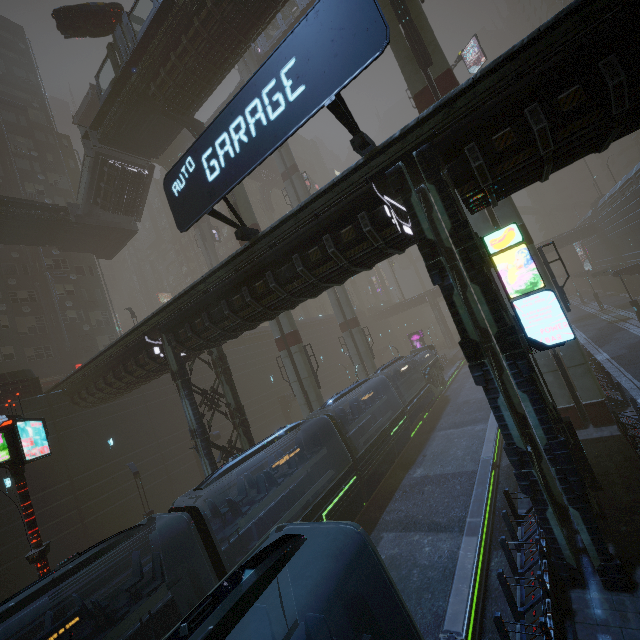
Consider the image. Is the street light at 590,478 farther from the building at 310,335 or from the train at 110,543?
the train at 110,543

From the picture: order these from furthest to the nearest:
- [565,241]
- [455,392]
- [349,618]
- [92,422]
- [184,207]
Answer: [565,241] → [455,392] → [92,422] → [184,207] → [349,618]

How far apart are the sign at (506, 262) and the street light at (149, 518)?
22.43m

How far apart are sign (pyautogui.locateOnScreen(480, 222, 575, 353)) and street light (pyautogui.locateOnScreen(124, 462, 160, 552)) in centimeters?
2243cm

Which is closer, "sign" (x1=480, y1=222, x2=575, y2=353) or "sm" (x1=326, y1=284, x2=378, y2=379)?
"sign" (x1=480, y1=222, x2=575, y2=353)

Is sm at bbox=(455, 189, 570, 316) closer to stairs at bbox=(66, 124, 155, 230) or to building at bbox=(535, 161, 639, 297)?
building at bbox=(535, 161, 639, 297)

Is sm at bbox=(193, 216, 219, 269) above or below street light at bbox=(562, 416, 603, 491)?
above

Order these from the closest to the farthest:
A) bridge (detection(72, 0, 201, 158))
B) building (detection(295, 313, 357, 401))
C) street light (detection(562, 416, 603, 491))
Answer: street light (detection(562, 416, 603, 491)) → bridge (detection(72, 0, 201, 158)) → building (detection(295, 313, 357, 401))
